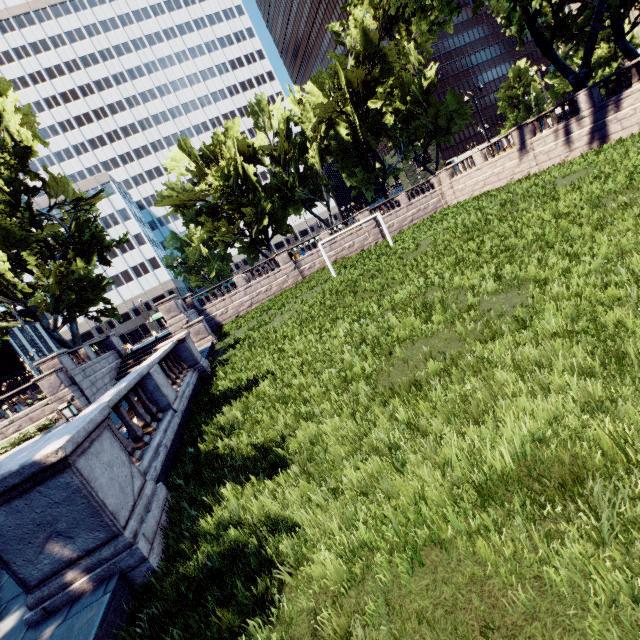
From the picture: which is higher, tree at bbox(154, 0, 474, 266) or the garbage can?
tree at bbox(154, 0, 474, 266)

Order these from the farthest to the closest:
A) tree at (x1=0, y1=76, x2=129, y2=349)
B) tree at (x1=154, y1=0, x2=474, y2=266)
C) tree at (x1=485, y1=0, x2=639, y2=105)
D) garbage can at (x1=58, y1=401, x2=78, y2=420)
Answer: tree at (x1=154, y1=0, x2=474, y2=266), tree at (x1=0, y1=76, x2=129, y2=349), tree at (x1=485, y1=0, x2=639, y2=105), garbage can at (x1=58, y1=401, x2=78, y2=420)

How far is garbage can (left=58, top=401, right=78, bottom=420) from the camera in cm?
1922

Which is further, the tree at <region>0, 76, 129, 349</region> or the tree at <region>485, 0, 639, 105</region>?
the tree at <region>0, 76, 129, 349</region>

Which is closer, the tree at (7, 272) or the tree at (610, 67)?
the tree at (610, 67)

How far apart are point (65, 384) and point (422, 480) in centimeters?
2420cm

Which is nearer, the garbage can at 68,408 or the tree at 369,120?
the garbage can at 68,408
